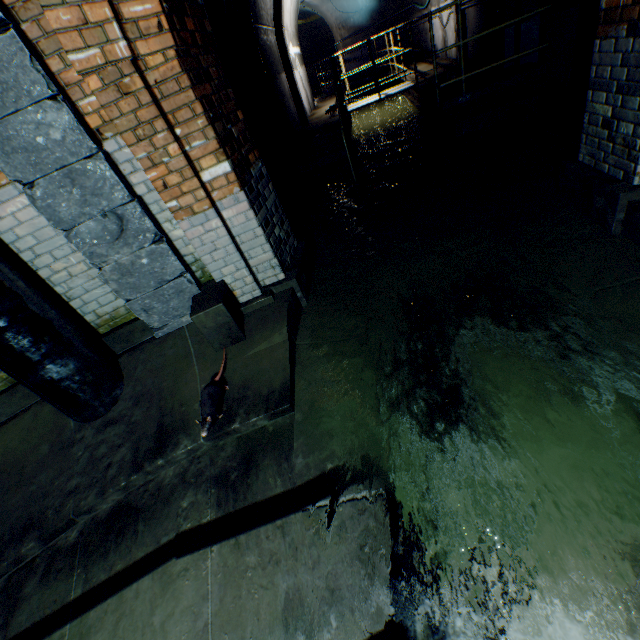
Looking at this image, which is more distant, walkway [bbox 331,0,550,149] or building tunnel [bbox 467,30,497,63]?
building tunnel [bbox 467,30,497,63]

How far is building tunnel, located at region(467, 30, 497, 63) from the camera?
6.4m

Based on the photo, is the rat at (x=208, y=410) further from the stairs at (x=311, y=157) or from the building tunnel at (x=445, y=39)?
the stairs at (x=311, y=157)

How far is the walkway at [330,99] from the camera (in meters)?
7.81

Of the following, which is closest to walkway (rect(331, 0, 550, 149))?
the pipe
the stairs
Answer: the stairs

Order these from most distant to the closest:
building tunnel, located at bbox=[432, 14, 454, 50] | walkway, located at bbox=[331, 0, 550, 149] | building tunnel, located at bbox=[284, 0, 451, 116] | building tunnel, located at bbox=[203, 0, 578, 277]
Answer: building tunnel, located at bbox=[284, 0, 451, 116]
building tunnel, located at bbox=[432, 14, 454, 50]
walkway, located at bbox=[331, 0, 550, 149]
building tunnel, located at bbox=[203, 0, 578, 277]

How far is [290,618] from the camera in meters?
1.6

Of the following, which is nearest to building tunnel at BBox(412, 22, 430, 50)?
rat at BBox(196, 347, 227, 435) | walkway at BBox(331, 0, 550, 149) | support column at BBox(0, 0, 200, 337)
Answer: walkway at BBox(331, 0, 550, 149)
